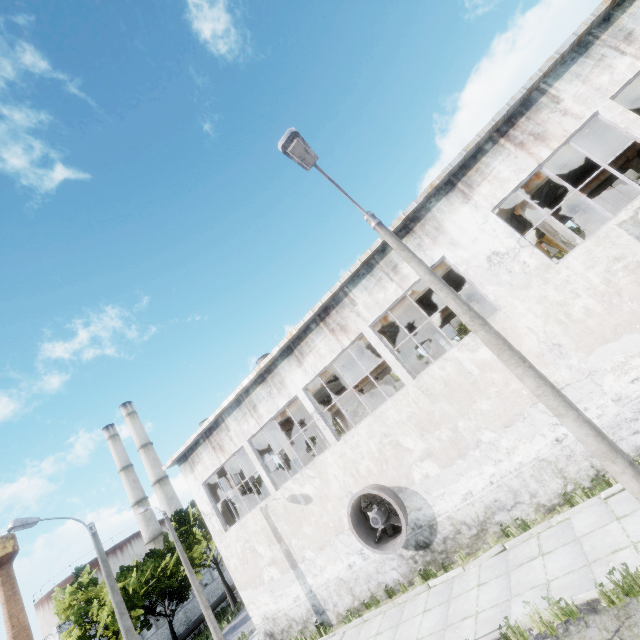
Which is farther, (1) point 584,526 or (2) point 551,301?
(2) point 551,301

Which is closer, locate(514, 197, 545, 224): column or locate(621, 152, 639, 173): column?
locate(514, 197, 545, 224): column

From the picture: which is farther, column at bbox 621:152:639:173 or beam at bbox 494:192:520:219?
column at bbox 621:152:639:173

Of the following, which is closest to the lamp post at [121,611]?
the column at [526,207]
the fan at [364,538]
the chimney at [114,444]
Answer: the fan at [364,538]

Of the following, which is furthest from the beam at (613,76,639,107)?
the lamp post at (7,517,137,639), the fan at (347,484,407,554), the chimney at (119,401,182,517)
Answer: the chimney at (119,401,182,517)

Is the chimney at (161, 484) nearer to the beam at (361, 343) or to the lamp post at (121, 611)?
the beam at (361, 343)

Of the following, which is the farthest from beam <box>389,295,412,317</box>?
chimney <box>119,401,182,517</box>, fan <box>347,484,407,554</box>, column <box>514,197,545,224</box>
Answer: chimney <box>119,401,182,517</box>

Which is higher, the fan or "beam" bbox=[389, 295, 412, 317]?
"beam" bbox=[389, 295, 412, 317]
